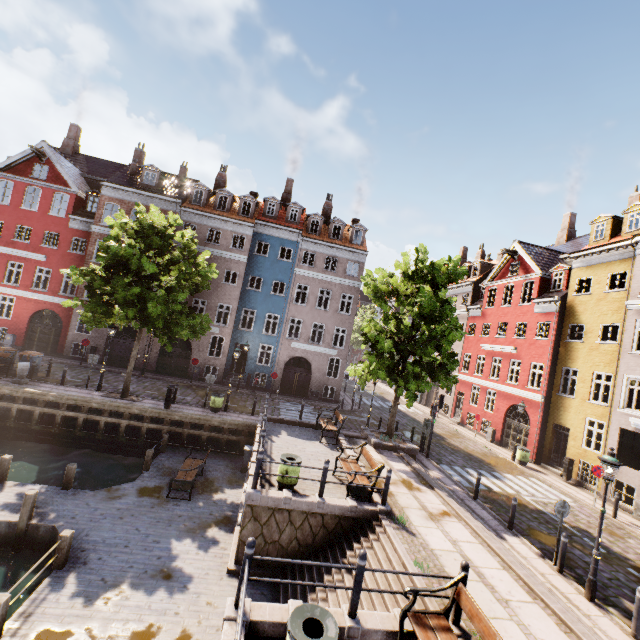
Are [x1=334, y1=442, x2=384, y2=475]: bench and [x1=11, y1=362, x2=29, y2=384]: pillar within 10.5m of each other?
no

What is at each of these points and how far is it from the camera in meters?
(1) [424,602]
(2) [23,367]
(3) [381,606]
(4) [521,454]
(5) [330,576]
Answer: (1) stairs, 6.6 m
(2) pillar, 16.6 m
(3) stairs, 7.0 m
(4) trash bin, 19.7 m
(5) stairs, 8.4 m

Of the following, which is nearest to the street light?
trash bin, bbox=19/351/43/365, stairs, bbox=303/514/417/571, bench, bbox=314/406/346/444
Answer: stairs, bbox=303/514/417/571

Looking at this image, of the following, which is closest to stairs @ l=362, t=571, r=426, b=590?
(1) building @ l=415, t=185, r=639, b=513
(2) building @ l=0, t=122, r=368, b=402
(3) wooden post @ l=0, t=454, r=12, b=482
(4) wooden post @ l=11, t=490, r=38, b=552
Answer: (4) wooden post @ l=11, t=490, r=38, b=552

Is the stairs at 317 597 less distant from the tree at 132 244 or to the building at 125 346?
the tree at 132 244

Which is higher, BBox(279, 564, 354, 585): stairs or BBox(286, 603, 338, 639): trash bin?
BBox(286, 603, 338, 639): trash bin

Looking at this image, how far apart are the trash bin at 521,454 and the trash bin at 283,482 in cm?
1629
